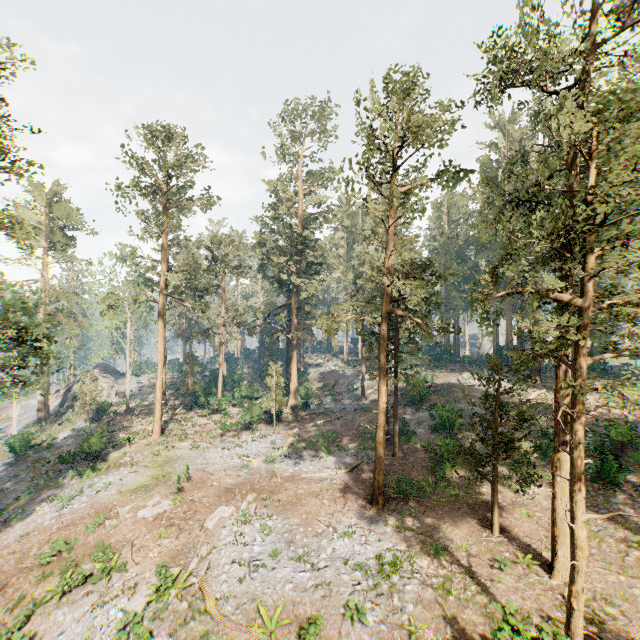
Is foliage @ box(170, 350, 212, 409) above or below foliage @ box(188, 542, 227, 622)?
above

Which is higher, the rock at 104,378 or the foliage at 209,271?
the foliage at 209,271

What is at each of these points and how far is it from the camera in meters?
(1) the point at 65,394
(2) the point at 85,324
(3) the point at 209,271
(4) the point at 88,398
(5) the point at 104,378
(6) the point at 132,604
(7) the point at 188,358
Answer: (1) rock, 52.9 m
(2) foliage, 49.4 m
(3) foliage, 41.2 m
(4) foliage, 39.2 m
(5) rock, 55.1 m
(6) foliage, 13.5 m
(7) foliage, 42.6 m

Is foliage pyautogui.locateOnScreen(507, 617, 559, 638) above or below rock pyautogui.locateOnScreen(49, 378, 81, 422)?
above

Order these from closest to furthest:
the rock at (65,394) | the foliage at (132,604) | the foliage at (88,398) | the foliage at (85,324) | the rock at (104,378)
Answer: the foliage at (132,604), the foliage at (85,324), the foliage at (88,398), the rock at (65,394), the rock at (104,378)

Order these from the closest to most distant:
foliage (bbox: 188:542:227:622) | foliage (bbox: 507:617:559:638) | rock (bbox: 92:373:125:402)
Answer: foliage (bbox: 507:617:559:638) → foliage (bbox: 188:542:227:622) → rock (bbox: 92:373:125:402)

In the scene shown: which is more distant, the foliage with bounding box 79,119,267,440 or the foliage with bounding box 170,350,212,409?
the foliage with bounding box 170,350,212,409
